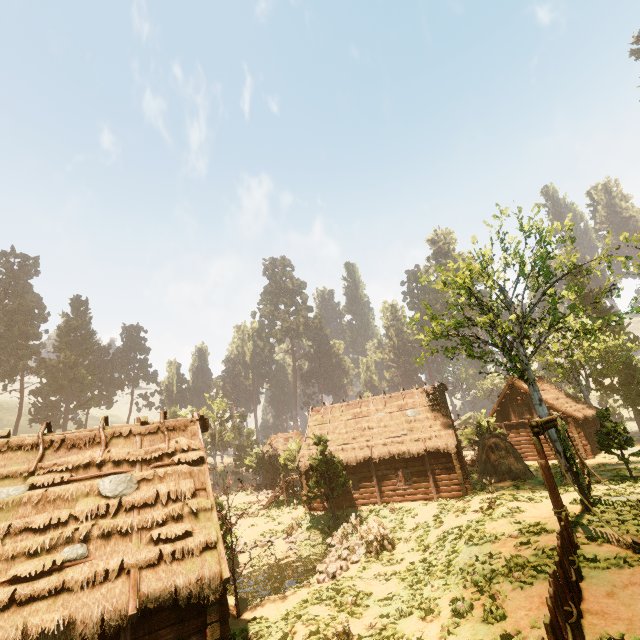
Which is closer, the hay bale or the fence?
the fence

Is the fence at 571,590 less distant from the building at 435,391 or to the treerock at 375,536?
the building at 435,391

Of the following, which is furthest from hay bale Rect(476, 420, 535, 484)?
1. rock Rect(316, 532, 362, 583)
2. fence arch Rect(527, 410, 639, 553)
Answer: rock Rect(316, 532, 362, 583)

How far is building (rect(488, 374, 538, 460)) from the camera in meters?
31.1 m

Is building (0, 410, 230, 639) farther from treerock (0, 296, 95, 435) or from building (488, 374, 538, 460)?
building (488, 374, 538, 460)

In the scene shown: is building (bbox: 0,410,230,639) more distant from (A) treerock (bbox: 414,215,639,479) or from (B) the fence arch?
(B) the fence arch

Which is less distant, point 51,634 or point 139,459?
point 51,634

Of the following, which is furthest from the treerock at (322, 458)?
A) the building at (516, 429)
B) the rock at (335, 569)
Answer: the rock at (335, 569)
